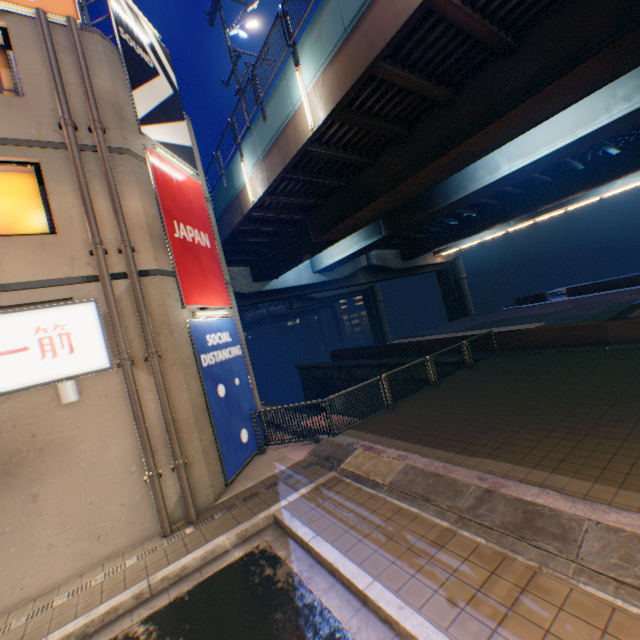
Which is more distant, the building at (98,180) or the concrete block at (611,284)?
the concrete block at (611,284)

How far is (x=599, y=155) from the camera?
19.44m

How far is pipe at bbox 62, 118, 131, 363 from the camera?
6.8 meters

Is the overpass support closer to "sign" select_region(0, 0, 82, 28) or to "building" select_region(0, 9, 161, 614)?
"building" select_region(0, 9, 161, 614)

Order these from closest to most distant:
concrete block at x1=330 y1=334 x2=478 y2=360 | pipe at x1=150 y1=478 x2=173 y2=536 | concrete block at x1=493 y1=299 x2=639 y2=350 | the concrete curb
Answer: the concrete curb → pipe at x1=150 y1=478 x2=173 y2=536 → concrete block at x1=493 y1=299 x2=639 y2=350 → concrete block at x1=330 y1=334 x2=478 y2=360

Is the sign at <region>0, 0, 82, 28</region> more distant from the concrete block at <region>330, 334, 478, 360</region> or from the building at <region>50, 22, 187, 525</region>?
the concrete block at <region>330, 334, 478, 360</region>

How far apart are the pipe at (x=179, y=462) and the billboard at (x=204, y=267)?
1.04m

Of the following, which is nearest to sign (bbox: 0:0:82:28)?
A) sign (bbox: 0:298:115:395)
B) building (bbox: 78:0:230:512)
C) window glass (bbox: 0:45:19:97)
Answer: building (bbox: 78:0:230:512)
